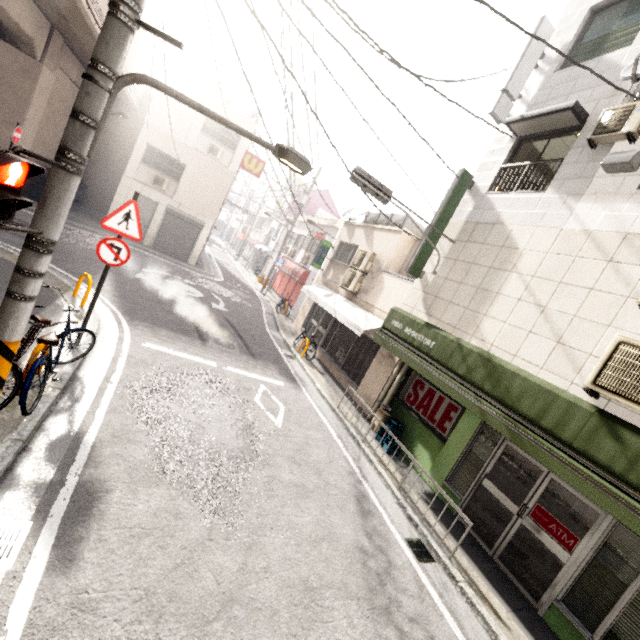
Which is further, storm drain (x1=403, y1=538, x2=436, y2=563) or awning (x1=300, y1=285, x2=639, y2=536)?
storm drain (x1=403, y1=538, x2=436, y2=563)

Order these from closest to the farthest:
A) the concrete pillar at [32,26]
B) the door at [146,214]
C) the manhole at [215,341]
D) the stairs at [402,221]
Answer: the manhole at [215,341] → the concrete pillar at [32,26] → the stairs at [402,221] → the door at [146,214]

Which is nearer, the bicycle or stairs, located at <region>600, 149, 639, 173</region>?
the bicycle

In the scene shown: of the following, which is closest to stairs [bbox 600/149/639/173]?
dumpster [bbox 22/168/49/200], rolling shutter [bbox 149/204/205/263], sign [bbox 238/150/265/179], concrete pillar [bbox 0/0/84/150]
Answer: concrete pillar [bbox 0/0/84/150]

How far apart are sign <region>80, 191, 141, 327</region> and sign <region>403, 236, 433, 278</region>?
6.1m

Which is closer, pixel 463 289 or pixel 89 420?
Answer: pixel 89 420

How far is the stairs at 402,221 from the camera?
11.94m

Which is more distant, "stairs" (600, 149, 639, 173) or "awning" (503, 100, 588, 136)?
"awning" (503, 100, 588, 136)
